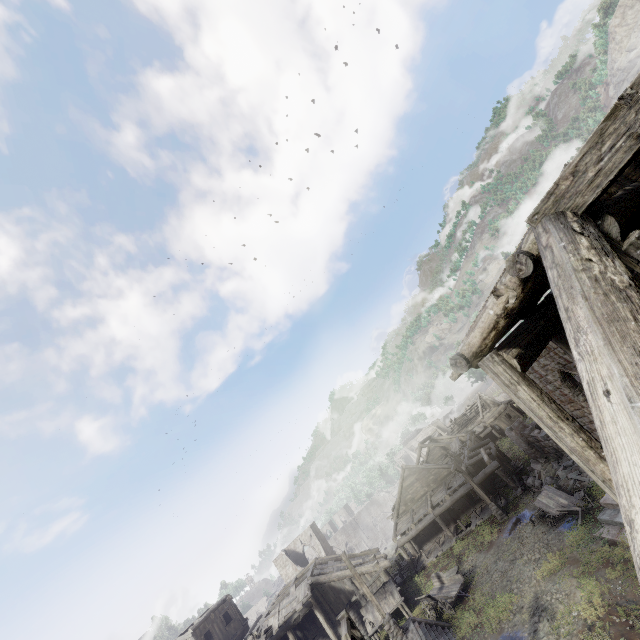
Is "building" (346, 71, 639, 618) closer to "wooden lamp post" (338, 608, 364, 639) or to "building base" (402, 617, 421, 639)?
"building base" (402, 617, 421, 639)

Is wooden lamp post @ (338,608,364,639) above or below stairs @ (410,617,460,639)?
above

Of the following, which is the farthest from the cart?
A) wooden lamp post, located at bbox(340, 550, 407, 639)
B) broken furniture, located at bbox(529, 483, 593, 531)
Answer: broken furniture, located at bbox(529, 483, 593, 531)

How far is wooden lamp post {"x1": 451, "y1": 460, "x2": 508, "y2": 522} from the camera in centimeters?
2330cm

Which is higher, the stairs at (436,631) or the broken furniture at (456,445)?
A: the broken furniture at (456,445)

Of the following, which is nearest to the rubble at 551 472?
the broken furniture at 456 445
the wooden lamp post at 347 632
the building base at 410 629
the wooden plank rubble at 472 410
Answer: the broken furniture at 456 445

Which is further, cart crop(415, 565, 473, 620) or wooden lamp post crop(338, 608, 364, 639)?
cart crop(415, 565, 473, 620)

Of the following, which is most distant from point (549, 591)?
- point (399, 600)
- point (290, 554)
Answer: point (290, 554)
